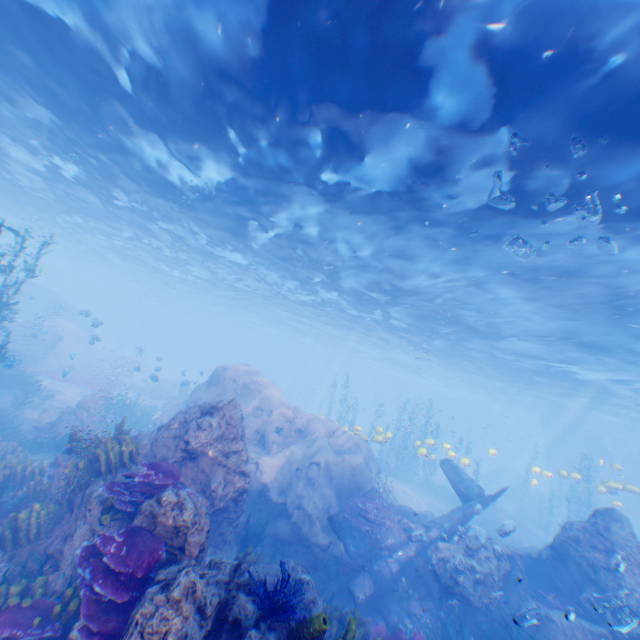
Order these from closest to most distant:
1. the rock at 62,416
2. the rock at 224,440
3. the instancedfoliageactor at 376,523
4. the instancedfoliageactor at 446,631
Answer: the rock at 224,440, the instancedfoliageactor at 446,631, the instancedfoliageactor at 376,523, the rock at 62,416

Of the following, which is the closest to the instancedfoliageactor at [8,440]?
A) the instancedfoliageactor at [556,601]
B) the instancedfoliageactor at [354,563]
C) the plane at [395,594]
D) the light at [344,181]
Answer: the plane at [395,594]

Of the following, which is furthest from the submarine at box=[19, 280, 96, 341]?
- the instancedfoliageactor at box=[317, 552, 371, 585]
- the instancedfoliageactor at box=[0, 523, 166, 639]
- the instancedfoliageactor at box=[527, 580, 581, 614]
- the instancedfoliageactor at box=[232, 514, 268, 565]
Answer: the instancedfoliageactor at box=[527, 580, 581, 614]

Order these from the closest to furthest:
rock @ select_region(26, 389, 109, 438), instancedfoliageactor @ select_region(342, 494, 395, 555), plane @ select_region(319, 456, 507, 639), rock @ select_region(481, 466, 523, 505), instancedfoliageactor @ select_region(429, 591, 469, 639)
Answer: instancedfoliageactor @ select_region(429, 591, 469, 639)
plane @ select_region(319, 456, 507, 639)
instancedfoliageactor @ select_region(342, 494, 395, 555)
rock @ select_region(26, 389, 109, 438)
rock @ select_region(481, 466, 523, 505)

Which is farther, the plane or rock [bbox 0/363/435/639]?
the plane

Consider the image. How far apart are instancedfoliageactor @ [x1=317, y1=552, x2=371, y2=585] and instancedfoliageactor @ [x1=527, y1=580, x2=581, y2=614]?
5.3 meters

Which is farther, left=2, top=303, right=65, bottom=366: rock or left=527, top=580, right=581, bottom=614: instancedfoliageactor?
left=2, top=303, right=65, bottom=366: rock

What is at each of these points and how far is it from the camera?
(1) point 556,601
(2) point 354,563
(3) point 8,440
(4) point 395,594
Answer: (1) instancedfoliageactor, 10.0 meters
(2) instancedfoliageactor, 11.2 meters
(3) instancedfoliageactor, 12.5 meters
(4) plane, 10.9 meters
